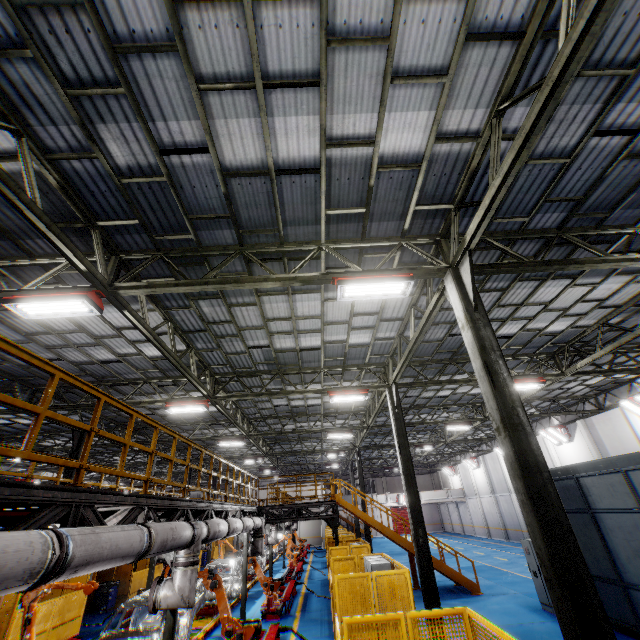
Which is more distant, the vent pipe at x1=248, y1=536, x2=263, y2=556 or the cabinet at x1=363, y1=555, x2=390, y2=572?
the vent pipe at x1=248, y1=536, x2=263, y2=556

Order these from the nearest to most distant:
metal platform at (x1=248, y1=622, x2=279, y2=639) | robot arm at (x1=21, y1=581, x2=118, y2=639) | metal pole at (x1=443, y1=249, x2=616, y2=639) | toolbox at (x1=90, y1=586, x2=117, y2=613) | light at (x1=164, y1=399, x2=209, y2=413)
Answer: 1. metal pole at (x1=443, y1=249, x2=616, y2=639)
2. robot arm at (x1=21, y1=581, x2=118, y2=639)
3. metal platform at (x1=248, y1=622, x2=279, y2=639)
4. light at (x1=164, y1=399, x2=209, y2=413)
5. toolbox at (x1=90, y1=586, x2=117, y2=613)

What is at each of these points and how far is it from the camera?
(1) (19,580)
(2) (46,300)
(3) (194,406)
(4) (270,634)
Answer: (1) vent pipe, 2.87m
(2) light, 6.39m
(3) light, 12.91m
(4) metal platform, 9.77m

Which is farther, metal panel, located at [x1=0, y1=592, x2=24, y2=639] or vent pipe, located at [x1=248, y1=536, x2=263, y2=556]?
vent pipe, located at [x1=248, y1=536, x2=263, y2=556]

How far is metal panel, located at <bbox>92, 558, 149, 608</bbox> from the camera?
17.5 meters

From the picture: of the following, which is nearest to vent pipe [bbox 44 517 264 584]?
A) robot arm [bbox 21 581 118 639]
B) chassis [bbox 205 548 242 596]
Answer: chassis [bbox 205 548 242 596]

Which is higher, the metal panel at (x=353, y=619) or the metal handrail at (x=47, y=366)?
the metal handrail at (x=47, y=366)

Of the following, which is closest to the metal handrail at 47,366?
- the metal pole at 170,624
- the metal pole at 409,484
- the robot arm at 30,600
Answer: the metal pole at 170,624
